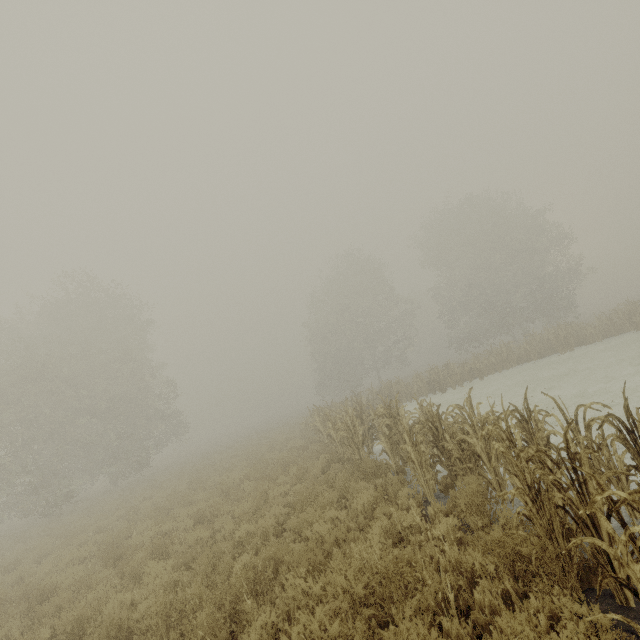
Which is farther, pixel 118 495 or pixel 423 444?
pixel 118 495
